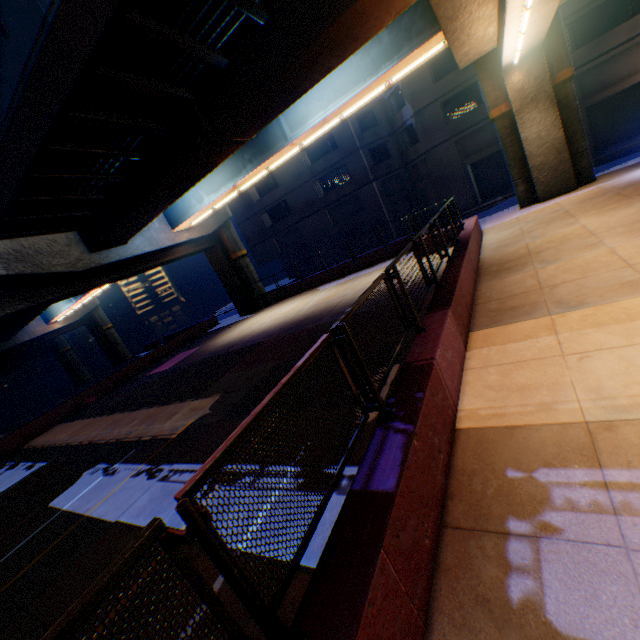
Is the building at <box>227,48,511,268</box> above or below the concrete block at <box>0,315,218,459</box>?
above

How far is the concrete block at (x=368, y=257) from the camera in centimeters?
2030cm

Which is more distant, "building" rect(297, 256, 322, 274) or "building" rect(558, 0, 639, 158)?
"building" rect(297, 256, 322, 274)

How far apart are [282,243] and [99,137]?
25.99m

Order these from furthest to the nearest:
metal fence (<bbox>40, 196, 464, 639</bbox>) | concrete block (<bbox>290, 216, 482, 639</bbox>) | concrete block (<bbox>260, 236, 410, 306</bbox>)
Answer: concrete block (<bbox>260, 236, 410, 306</bbox>) → concrete block (<bbox>290, 216, 482, 639</bbox>) → metal fence (<bbox>40, 196, 464, 639</bbox>)

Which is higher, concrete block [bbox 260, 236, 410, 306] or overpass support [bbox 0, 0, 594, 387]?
overpass support [bbox 0, 0, 594, 387]

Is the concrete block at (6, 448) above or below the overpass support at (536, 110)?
below

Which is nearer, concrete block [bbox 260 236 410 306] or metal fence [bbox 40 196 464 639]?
metal fence [bbox 40 196 464 639]
